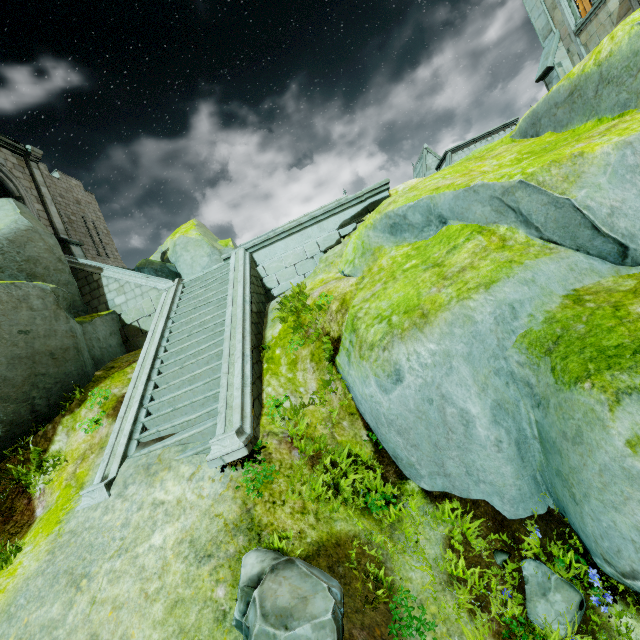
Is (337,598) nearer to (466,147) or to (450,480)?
(450,480)

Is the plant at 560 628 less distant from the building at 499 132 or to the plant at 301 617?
the plant at 301 617

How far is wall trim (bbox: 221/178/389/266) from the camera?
10.56m

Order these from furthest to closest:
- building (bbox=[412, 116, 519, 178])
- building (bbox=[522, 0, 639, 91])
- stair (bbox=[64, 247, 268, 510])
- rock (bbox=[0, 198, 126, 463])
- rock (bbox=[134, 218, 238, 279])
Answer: building (bbox=[412, 116, 519, 178])
rock (bbox=[134, 218, 238, 279])
building (bbox=[522, 0, 639, 91])
rock (bbox=[0, 198, 126, 463])
stair (bbox=[64, 247, 268, 510])

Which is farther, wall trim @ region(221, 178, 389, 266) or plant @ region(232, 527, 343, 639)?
wall trim @ region(221, 178, 389, 266)

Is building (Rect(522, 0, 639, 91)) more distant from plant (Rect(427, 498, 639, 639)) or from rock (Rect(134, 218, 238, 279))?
plant (Rect(427, 498, 639, 639))

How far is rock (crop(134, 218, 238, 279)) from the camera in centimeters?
1855cm

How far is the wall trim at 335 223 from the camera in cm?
1056
